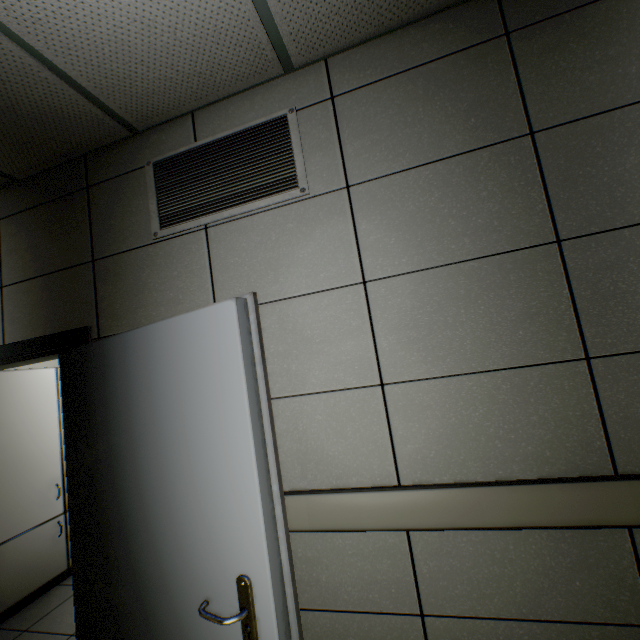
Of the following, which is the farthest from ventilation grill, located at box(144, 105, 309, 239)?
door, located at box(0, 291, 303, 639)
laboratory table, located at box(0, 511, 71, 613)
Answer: laboratory table, located at box(0, 511, 71, 613)

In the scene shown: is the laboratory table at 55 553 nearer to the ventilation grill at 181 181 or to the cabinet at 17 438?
the cabinet at 17 438

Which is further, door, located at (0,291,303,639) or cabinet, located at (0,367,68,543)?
cabinet, located at (0,367,68,543)

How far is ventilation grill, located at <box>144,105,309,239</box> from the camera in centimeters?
167cm

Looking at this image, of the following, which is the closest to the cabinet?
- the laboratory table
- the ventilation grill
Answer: the laboratory table

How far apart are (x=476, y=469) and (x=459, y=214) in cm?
111

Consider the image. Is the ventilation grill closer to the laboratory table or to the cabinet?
the cabinet

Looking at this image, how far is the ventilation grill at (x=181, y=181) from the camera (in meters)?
1.67
